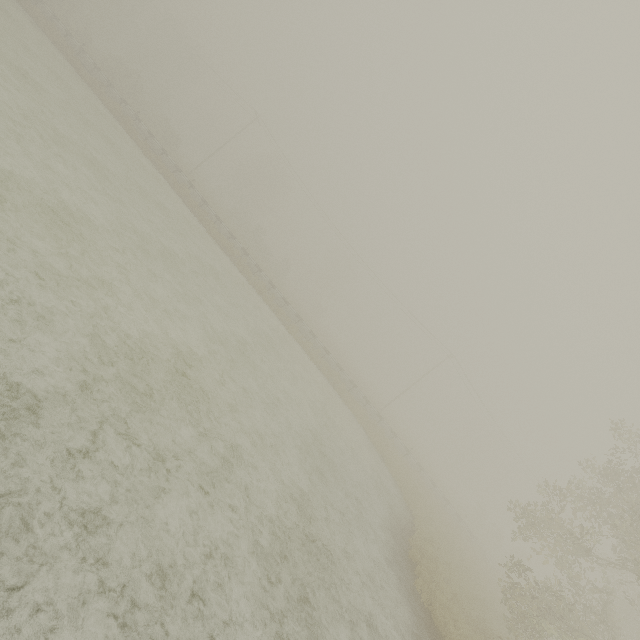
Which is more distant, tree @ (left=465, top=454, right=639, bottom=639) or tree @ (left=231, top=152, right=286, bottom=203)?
tree @ (left=231, top=152, right=286, bottom=203)

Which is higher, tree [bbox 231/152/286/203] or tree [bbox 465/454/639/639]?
tree [bbox 231/152/286/203]

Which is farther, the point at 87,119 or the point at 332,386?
the point at 332,386

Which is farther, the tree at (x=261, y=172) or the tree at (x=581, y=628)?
the tree at (x=261, y=172)

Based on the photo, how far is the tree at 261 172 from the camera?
56.6m

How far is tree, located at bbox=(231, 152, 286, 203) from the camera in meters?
56.6 m
